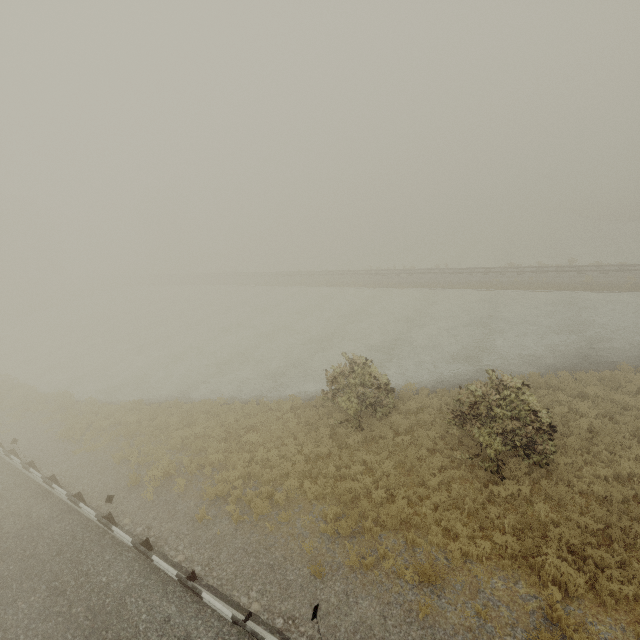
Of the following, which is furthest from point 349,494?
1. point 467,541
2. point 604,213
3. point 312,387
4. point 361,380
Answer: point 604,213
